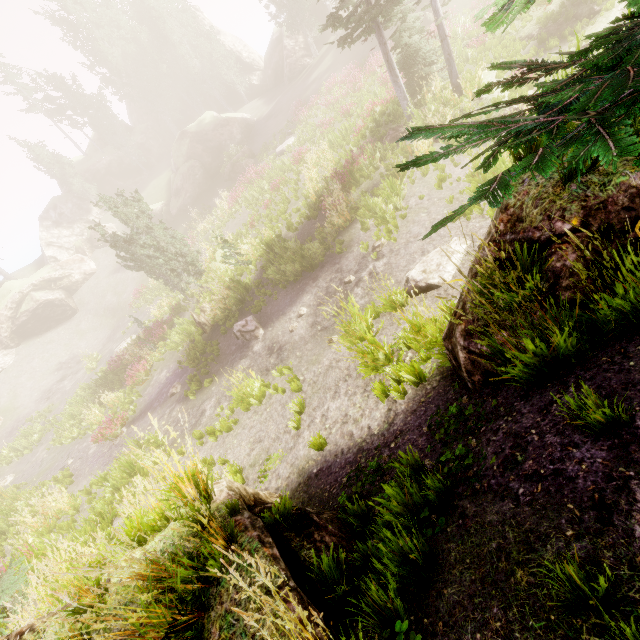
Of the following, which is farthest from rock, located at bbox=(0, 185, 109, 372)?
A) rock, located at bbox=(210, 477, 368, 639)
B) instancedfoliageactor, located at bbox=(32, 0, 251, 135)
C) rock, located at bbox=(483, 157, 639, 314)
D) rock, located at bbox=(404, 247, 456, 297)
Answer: rock, located at bbox=(483, 157, 639, 314)

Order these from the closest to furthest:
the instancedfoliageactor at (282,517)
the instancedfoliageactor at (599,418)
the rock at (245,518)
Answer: the instancedfoliageactor at (599,418)
the rock at (245,518)
the instancedfoliageactor at (282,517)

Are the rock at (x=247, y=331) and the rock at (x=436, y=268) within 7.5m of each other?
yes

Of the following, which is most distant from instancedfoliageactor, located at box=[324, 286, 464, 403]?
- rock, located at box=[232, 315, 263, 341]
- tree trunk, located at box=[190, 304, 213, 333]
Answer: tree trunk, located at box=[190, 304, 213, 333]

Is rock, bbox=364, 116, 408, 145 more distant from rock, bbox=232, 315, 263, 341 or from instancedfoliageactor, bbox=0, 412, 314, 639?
rock, bbox=232, 315, 263, 341

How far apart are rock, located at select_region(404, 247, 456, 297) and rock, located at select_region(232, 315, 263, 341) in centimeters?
647cm

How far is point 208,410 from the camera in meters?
11.8

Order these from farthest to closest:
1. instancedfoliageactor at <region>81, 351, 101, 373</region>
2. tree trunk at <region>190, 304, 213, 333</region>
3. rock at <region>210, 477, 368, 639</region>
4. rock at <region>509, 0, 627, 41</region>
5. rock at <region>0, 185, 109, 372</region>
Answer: rock at <region>0, 185, 109, 372</region>
instancedfoliageactor at <region>81, 351, 101, 373</region>
tree trunk at <region>190, 304, 213, 333</region>
rock at <region>509, 0, 627, 41</region>
rock at <region>210, 477, 368, 639</region>
